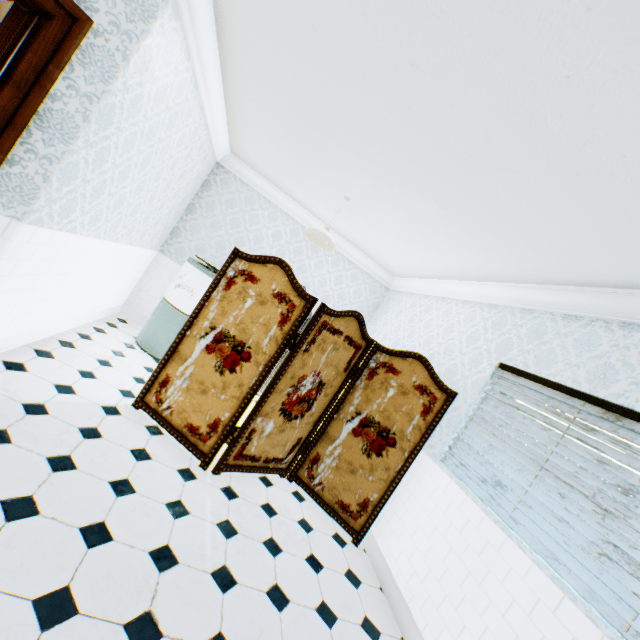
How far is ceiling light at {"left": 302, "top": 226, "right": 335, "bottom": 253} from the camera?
3.9 meters

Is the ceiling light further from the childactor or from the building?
the childactor

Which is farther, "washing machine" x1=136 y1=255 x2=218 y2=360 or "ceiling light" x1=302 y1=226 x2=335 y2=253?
"washing machine" x1=136 y1=255 x2=218 y2=360

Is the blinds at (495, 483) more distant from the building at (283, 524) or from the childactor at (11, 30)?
the childactor at (11, 30)

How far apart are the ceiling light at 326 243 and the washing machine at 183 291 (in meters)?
1.35

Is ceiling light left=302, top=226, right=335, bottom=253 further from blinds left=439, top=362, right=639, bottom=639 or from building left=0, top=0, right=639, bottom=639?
blinds left=439, top=362, right=639, bottom=639

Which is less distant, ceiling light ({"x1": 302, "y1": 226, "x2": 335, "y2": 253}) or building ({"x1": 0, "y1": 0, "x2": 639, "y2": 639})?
building ({"x1": 0, "y1": 0, "x2": 639, "y2": 639})

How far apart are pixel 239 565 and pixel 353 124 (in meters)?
3.42
